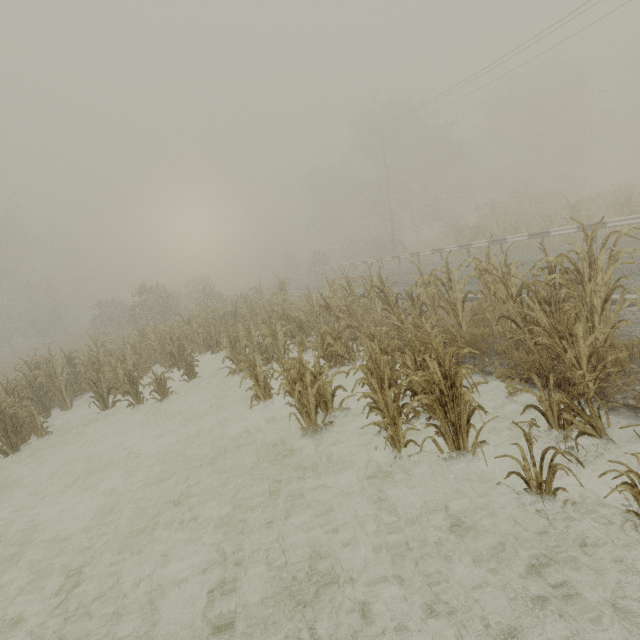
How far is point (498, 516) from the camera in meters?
3.7 m
